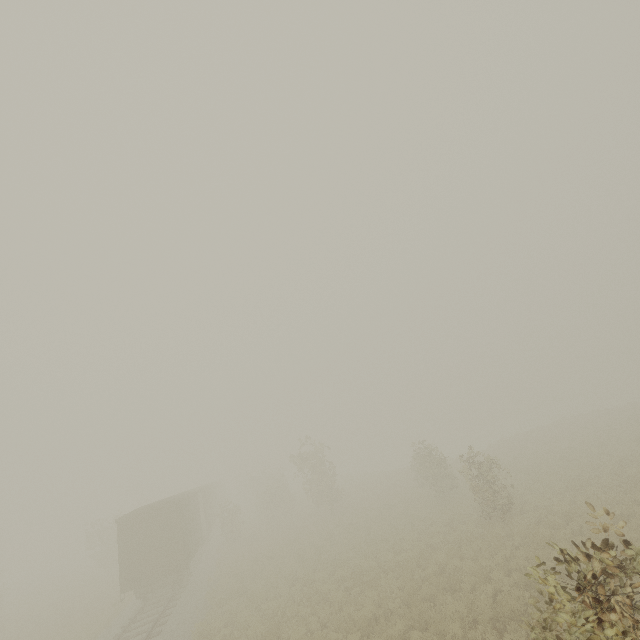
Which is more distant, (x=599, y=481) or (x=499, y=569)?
(x=599, y=481)

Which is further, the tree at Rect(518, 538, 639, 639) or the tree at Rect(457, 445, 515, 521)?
the tree at Rect(457, 445, 515, 521)

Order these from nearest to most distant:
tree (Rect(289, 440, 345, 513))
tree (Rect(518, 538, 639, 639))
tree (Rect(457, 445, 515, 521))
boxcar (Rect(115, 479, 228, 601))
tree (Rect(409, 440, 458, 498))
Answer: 1. tree (Rect(518, 538, 639, 639))
2. tree (Rect(457, 445, 515, 521))
3. boxcar (Rect(115, 479, 228, 601))
4. tree (Rect(409, 440, 458, 498))
5. tree (Rect(289, 440, 345, 513))

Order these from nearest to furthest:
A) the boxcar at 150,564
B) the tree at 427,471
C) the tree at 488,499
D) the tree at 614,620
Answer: the tree at 614,620, the tree at 488,499, the boxcar at 150,564, the tree at 427,471

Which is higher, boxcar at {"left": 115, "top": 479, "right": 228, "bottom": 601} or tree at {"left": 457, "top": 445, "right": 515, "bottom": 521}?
boxcar at {"left": 115, "top": 479, "right": 228, "bottom": 601}

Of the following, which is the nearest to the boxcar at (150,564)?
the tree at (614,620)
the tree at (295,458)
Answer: the tree at (295,458)

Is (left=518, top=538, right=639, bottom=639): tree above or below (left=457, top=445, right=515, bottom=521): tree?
above

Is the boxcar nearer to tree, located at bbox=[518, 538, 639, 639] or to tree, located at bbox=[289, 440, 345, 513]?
tree, located at bbox=[289, 440, 345, 513]
